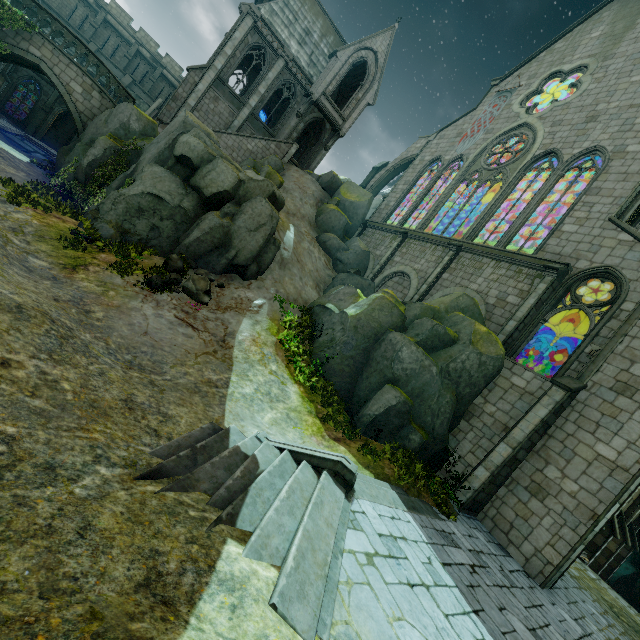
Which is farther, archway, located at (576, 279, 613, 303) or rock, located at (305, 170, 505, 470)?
archway, located at (576, 279, 613, 303)

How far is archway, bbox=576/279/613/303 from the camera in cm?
1452

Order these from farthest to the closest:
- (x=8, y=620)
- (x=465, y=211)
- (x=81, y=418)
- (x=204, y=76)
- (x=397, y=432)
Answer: (x=465, y=211) < (x=204, y=76) < (x=397, y=432) < (x=81, y=418) < (x=8, y=620)

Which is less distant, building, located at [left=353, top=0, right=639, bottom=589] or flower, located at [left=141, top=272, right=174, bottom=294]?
building, located at [left=353, top=0, right=639, bottom=589]

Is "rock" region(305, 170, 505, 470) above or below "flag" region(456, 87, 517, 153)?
below

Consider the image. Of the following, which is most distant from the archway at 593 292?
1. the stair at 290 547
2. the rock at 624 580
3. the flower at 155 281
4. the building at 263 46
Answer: the flower at 155 281

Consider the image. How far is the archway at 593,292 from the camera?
14.5m

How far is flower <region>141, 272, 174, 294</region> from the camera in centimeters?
1190cm
